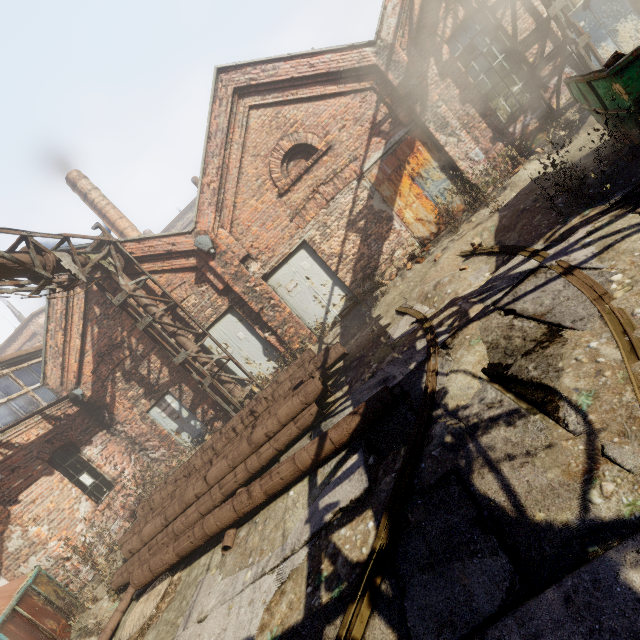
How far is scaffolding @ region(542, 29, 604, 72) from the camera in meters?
7.5 m

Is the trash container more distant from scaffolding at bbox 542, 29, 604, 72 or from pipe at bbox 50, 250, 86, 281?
scaffolding at bbox 542, 29, 604, 72

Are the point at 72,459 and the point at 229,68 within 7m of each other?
no

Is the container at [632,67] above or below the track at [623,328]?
above

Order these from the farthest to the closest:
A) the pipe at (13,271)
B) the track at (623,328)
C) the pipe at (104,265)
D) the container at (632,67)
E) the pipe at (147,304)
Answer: the pipe at (147,304)
the pipe at (104,265)
the pipe at (13,271)
the container at (632,67)
the track at (623,328)

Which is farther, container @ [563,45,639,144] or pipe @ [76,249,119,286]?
pipe @ [76,249,119,286]

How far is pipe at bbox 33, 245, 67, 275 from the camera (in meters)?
6.74
